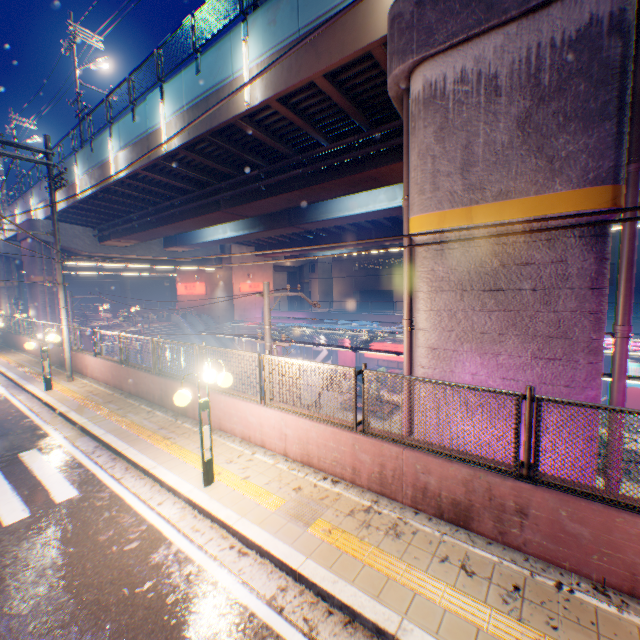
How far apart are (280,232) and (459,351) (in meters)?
19.25

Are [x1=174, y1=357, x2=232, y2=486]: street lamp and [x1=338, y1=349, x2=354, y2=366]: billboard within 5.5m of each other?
no

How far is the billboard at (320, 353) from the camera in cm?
3475

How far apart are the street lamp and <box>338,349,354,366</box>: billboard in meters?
26.5 m

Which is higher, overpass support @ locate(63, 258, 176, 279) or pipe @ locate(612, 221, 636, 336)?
overpass support @ locate(63, 258, 176, 279)

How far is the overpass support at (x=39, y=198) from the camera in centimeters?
2259cm

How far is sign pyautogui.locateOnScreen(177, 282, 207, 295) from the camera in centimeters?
4022cm

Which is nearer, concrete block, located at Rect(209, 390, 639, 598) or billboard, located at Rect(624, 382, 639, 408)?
concrete block, located at Rect(209, 390, 639, 598)
